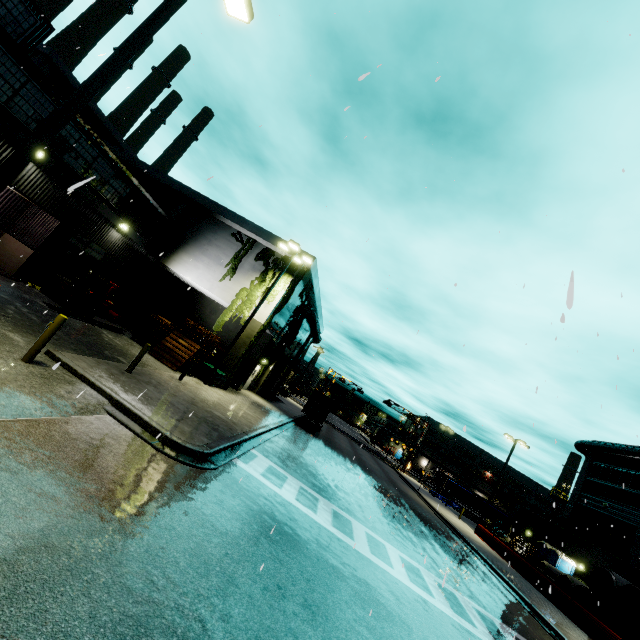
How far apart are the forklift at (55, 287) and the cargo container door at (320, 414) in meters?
18.2 m

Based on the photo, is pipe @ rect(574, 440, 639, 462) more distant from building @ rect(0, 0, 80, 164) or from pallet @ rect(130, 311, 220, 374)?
pallet @ rect(130, 311, 220, 374)

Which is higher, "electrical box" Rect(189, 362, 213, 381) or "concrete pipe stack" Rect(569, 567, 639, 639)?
"concrete pipe stack" Rect(569, 567, 639, 639)

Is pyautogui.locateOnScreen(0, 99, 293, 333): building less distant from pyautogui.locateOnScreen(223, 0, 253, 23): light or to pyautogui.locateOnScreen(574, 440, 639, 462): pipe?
pyautogui.locateOnScreen(574, 440, 639, 462): pipe

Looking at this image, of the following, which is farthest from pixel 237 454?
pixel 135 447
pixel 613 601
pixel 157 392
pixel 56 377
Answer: pixel 613 601

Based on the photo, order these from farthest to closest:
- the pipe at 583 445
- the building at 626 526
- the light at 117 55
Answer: the pipe at 583 445, the building at 626 526, the light at 117 55

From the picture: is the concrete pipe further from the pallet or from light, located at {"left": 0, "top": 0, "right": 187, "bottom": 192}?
light, located at {"left": 0, "top": 0, "right": 187, "bottom": 192}

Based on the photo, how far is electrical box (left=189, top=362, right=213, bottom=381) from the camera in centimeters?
1898cm
